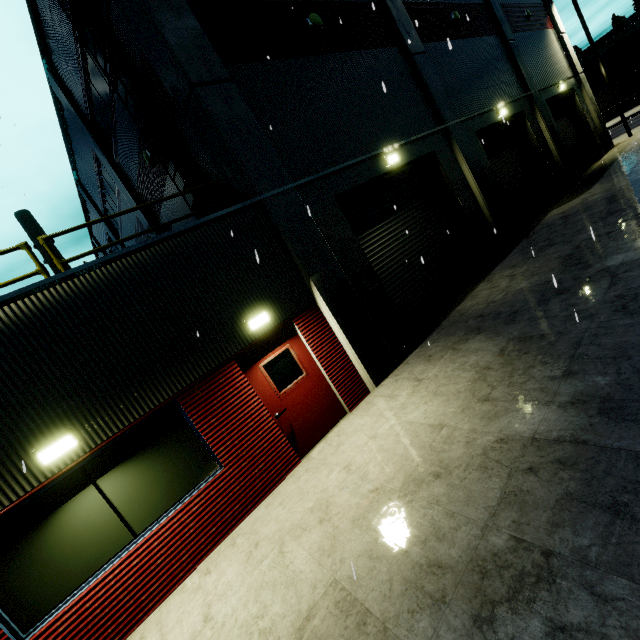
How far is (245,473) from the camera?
5.8m

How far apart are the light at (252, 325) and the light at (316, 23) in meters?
8.0 m

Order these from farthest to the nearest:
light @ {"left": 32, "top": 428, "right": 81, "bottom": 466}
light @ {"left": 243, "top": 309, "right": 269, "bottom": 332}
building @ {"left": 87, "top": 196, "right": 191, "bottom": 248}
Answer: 1. building @ {"left": 87, "top": 196, "right": 191, "bottom": 248}
2. light @ {"left": 243, "top": 309, "right": 269, "bottom": 332}
3. light @ {"left": 32, "top": 428, "right": 81, "bottom": 466}

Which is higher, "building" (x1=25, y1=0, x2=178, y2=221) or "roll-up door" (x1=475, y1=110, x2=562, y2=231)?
"building" (x1=25, y1=0, x2=178, y2=221)

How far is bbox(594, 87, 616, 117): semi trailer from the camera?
39.91m

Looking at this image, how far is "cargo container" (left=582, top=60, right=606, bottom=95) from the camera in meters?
43.8 m

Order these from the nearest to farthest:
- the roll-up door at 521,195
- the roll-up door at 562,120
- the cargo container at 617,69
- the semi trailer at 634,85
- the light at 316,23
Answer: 1. the light at 316,23
2. the roll-up door at 521,195
3. the roll-up door at 562,120
4. the semi trailer at 634,85
5. the cargo container at 617,69

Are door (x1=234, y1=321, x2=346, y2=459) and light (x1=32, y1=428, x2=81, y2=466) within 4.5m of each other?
yes
